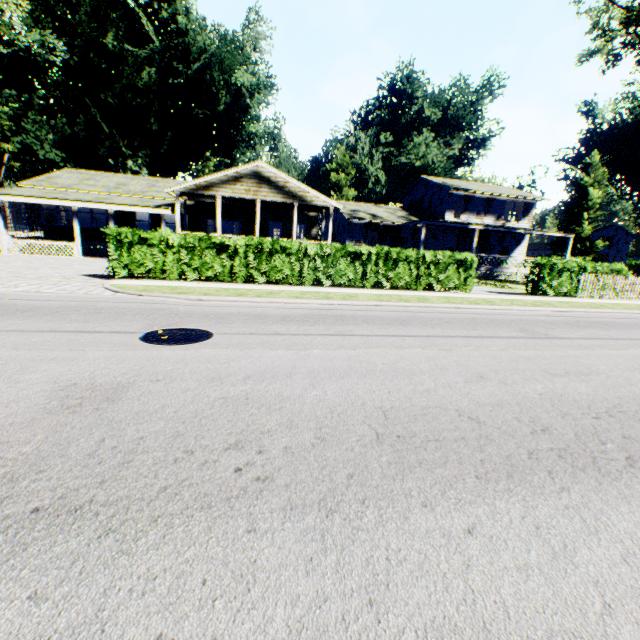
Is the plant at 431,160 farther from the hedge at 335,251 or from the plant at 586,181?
the hedge at 335,251

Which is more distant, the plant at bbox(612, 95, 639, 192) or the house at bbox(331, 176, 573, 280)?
the plant at bbox(612, 95, 639, 192)

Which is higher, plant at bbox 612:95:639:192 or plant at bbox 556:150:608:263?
plant at bbox 612:95:639:192

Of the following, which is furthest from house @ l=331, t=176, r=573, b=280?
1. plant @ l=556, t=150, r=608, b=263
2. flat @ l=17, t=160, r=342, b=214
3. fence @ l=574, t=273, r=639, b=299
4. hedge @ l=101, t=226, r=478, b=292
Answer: plant @ l=556, t=150, r=608, b=263

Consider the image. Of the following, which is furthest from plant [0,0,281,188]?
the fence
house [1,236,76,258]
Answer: house [1,236,76,258]

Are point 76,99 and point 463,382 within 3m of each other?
no

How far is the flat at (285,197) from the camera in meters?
20.3

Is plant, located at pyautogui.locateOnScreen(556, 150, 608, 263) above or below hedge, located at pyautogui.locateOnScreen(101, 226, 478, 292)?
above
